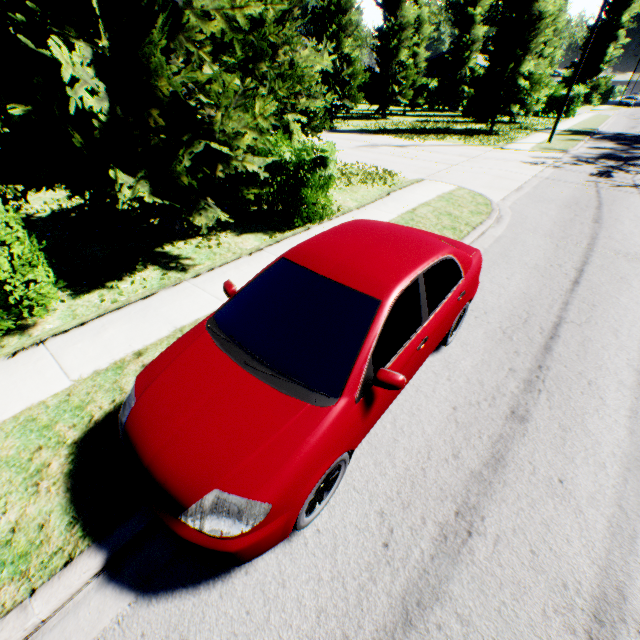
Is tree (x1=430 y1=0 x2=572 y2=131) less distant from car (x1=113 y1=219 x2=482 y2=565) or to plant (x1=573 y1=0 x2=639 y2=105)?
car (x1=113 y1=219 x2=482 y2=565)

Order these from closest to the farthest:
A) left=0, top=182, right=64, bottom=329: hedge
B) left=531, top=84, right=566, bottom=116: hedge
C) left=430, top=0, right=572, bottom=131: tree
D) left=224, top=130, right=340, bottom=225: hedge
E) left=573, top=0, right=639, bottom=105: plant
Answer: left=0, top=182, right=64, bottom=329: hedge → left=224, top=130, right=340, bottom=225: hedge → left=430, top=0, right=572, bottom=131: tree → left=531, top=84, right=566, bottom=116: hedge → left=573, top=0, right=639, bottom=105: plant

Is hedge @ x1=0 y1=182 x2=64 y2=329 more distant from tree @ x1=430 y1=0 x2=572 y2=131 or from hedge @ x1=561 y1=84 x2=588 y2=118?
hedge @ x1=561 y1=84 x2=588 y2=118

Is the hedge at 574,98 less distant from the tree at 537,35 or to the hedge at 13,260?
the tree at 537,35

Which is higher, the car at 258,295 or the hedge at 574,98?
the hedge at 574,98

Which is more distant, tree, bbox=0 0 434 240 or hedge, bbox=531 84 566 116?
hedge, bbox=531 84 566 116

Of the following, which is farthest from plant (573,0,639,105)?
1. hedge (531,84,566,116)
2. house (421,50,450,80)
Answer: hedge (531,84,566,116)

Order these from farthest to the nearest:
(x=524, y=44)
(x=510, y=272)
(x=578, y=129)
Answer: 1. (x=578, y=129)
2. (x=524, y=44)
3. (x=510, y=272)
